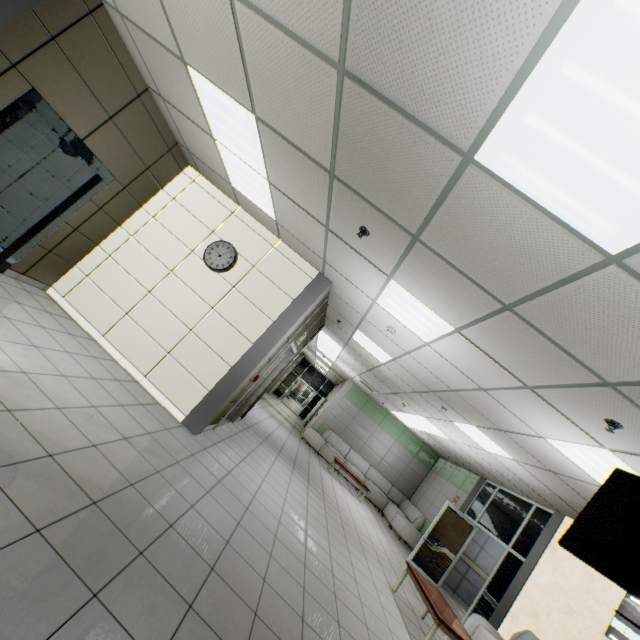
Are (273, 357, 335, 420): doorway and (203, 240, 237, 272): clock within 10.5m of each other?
no

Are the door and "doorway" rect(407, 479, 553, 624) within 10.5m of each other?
yes

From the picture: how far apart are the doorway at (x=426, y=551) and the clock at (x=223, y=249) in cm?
876

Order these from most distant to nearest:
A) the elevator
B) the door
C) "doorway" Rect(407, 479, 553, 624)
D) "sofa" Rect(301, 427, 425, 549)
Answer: "sofa" Rect(301, 427, 425, 549)
"doorway" Rect(407, 479, 553, 624)
the door
the elevator

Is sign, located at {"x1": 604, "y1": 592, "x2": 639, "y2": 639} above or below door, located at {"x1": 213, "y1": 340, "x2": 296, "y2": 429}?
above

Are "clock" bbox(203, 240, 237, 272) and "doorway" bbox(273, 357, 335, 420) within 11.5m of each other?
no

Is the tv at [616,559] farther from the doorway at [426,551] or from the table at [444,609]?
the doorway at [426,551]

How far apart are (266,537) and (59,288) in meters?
5.1 m
